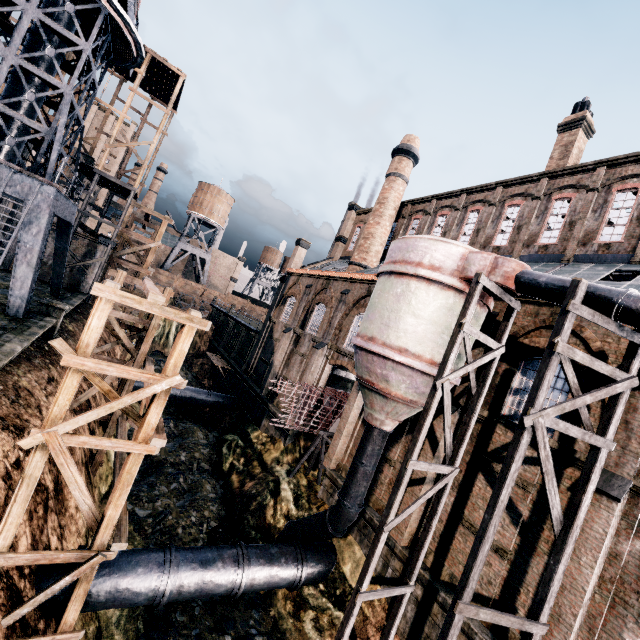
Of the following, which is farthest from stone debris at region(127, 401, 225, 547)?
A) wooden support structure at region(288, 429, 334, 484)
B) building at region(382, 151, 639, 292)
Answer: building at region(382, 151, 639, 292)

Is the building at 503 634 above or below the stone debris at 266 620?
above

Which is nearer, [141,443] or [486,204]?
[141,443]

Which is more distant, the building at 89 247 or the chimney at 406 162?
the chimney at 406 162

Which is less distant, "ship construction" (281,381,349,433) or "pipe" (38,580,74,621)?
"pipe" (38,580,74,621)

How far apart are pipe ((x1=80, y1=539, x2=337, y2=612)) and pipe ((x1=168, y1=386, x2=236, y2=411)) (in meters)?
18.44

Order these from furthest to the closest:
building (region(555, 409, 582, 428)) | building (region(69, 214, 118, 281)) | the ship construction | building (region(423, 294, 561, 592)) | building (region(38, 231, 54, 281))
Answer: building (region(69, 214, 118, 281)) → building (region(38, 231, 54, 281)) → the ship construction → building (region(423, 294, 561, 592)) → building (region(555, 409, 582, 428))

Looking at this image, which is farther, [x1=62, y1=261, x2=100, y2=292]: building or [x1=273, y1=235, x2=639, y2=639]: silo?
[x1=62, y1=261, x2=100, y2=292]: building
